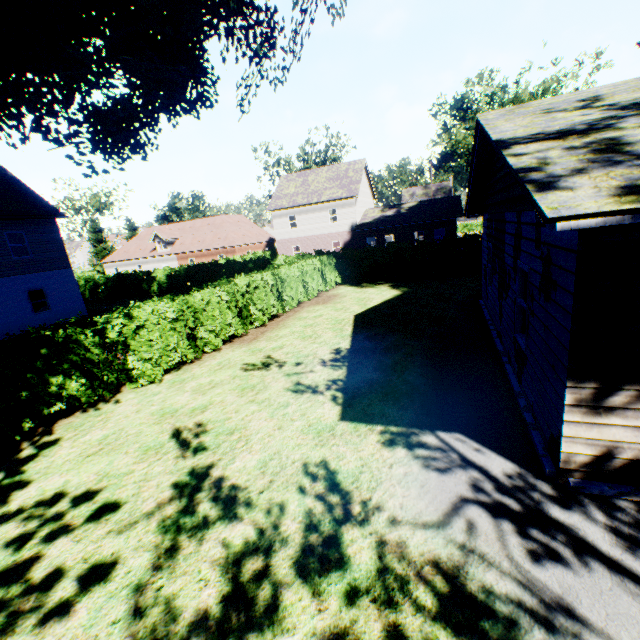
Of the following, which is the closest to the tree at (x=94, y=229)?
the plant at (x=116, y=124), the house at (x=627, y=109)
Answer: the plant at (x=116, y=124)

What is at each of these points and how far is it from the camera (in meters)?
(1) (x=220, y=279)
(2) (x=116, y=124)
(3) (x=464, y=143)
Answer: (1) hedge, 27.62
(2) plant, 13.07
(3) tree, 38.03

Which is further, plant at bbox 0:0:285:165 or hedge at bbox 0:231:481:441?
plant at bbox 0:0:285:165

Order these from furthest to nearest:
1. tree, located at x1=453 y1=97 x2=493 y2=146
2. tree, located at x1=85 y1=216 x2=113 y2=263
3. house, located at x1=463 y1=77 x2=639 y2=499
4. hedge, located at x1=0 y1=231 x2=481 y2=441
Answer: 1. tree, located at x1=85 y1=216 x2=113 y2=263
2. tree, located at x1=453 y1=97 x2=493 y2=146
3. hedge, located at x1=0 y1=231 x2=481 y2=441
4. house, located at x1=463 y1=77 x2=639 y2=499

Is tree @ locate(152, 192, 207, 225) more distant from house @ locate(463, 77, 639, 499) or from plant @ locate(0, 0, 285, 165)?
house @ locate(463, 77, 639, 499)

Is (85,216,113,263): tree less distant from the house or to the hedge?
the hedge

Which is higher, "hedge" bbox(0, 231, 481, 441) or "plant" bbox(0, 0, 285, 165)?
"plant" bbox(0, 0, 285, 165)

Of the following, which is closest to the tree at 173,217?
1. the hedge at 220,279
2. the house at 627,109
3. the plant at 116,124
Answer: the hedge at 220,279
